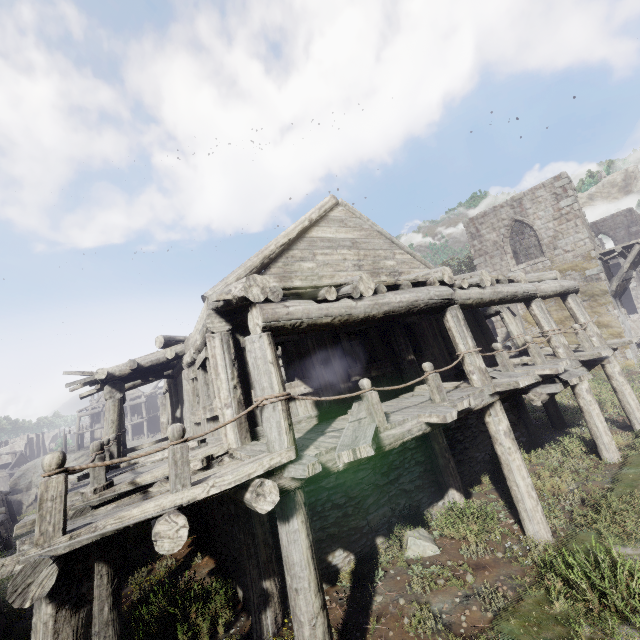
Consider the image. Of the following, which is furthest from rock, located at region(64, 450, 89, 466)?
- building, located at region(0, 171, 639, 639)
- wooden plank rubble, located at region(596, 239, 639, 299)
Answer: wooden plank rubble, located at region(596, 239, 639, 299)

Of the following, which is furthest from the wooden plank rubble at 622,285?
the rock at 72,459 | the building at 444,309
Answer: the rock at 72,459

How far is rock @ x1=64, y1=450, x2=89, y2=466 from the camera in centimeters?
3884cm

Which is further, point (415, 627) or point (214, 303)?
point (214, 303)

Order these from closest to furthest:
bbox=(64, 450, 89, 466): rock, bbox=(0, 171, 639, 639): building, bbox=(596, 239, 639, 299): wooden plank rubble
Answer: bbox=(0, 171, 639, 639): building, bbox=(596, 239, 639, 299): wooden plank rubble, bbox=(64, 450, 89, 466): rock

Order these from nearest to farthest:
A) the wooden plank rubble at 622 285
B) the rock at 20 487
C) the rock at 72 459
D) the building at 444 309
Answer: the building at 444 309 → the wooden plank rubble at 622 285 → the rock at 20 487 → the rock at 72 459

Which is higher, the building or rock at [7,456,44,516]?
the building
